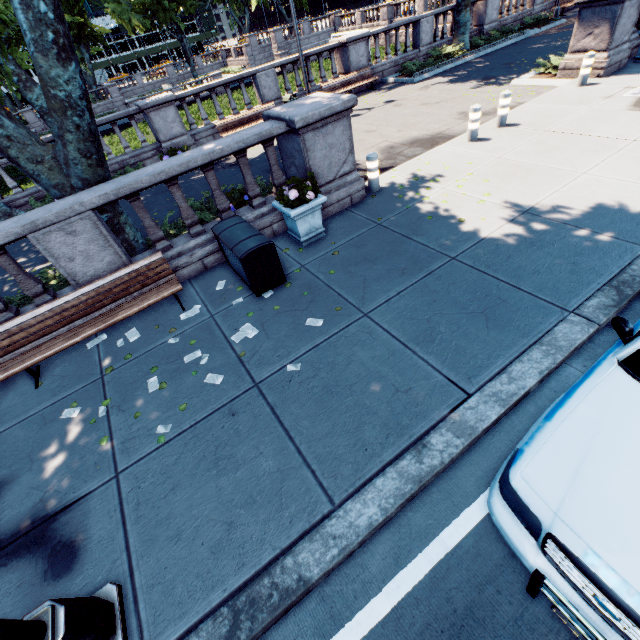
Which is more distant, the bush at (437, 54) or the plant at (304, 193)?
the bush at (437, 54)

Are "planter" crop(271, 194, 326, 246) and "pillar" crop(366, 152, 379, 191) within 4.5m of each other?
yes

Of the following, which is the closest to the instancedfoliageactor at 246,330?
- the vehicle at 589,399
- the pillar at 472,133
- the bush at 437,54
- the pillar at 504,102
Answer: the vehicle at 589,399

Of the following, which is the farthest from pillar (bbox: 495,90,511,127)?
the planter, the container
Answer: the container

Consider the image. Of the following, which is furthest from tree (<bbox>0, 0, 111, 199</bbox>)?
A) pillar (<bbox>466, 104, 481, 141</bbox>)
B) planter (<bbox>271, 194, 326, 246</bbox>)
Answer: pillar (<bbox>466, 104, 481, 141</bbox>)

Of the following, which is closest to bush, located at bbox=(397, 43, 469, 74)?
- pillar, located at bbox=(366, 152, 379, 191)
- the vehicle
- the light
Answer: pillar, located at bbox=(366, 152, 379, 191)

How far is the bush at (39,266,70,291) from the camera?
6.73m

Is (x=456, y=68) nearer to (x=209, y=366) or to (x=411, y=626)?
(x=209, y=366)
